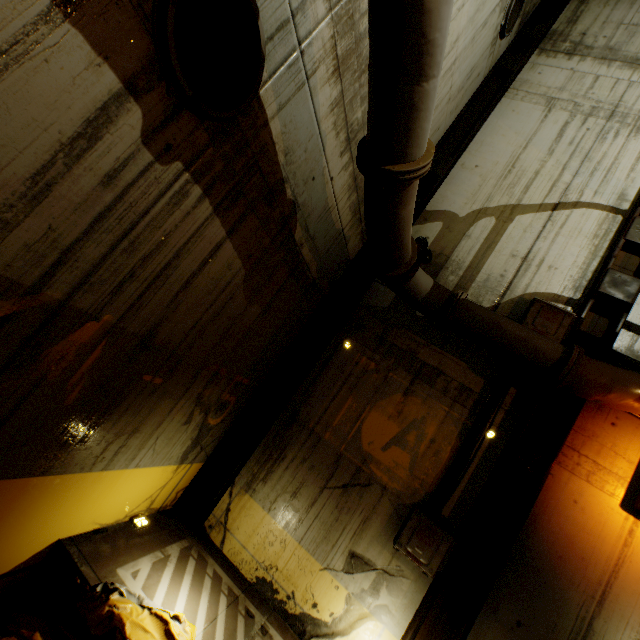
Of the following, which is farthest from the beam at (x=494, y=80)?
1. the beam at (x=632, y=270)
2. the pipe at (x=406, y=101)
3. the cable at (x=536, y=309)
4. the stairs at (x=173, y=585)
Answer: the beam at (x=632, y=270)

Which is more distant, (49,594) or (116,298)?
(49,594)

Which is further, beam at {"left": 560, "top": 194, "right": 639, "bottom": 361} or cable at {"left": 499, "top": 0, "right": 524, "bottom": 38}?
cable at {"left": 499, "top": 0, "right": 524, "bottom": 38}

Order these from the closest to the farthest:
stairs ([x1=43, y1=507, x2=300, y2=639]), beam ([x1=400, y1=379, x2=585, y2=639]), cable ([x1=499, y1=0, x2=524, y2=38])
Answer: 1. stairs ([x1=43, y1=507, x2=300, y2=639])
2. beam ([x1=400, y1=379, x2=585, y2=639])
3. cable ([x1=499, y1=0, x2=524, y2=38])

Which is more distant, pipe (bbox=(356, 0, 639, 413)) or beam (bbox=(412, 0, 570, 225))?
beam (bbox=(412, 0, 570, 225))

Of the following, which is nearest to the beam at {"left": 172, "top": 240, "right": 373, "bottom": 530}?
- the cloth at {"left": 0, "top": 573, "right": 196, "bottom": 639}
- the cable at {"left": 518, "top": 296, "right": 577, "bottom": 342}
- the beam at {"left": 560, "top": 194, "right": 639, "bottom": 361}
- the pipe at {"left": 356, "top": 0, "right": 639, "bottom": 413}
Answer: the pipe at {"left": 356, "top": 0, "right": 639, "bottom": 413}

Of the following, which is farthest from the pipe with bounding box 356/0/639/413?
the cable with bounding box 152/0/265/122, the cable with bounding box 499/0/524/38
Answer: the cable with bounding box 499/0/524/38

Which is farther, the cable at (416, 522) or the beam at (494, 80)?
the beam at (494, 80)
